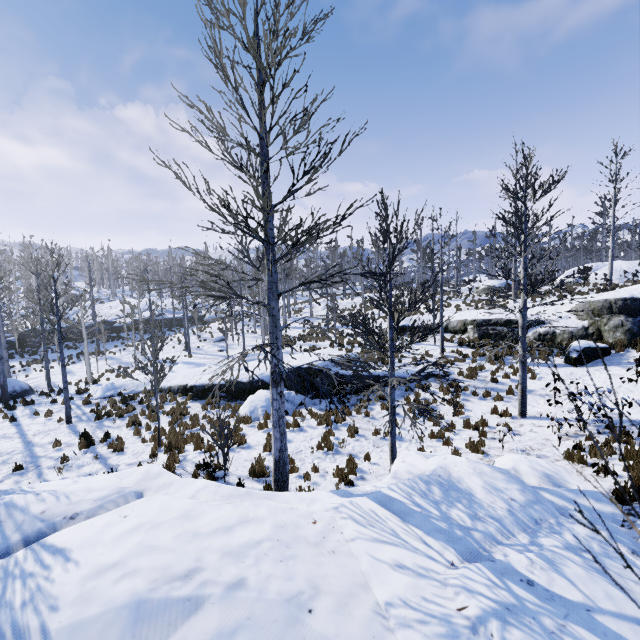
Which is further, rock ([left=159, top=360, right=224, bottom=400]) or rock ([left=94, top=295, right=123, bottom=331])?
rock ([left=94, top=295, right=123, bottom=331])

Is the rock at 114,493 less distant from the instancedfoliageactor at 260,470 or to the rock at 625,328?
the instancedfoliageactor at 260,470

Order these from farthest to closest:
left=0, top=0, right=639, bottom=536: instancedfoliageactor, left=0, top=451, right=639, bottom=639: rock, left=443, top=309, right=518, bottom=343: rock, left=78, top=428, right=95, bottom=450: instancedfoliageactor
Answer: left=443, top=309, right=518, bottom=343: rock < left=78, top=428, right=95, bottom=450: instancedfoliageactor < left=0, top=0, right=639, bottom=536: instancedfoliageactor < left=0, top=451, right=639, bottom=639: rock

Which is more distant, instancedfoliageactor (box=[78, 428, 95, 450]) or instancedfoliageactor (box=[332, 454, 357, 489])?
instancedfoliageactor (box=[78, 428, 95, 450])

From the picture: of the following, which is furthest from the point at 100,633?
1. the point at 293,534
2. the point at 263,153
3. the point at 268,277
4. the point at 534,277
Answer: the point at 534,277

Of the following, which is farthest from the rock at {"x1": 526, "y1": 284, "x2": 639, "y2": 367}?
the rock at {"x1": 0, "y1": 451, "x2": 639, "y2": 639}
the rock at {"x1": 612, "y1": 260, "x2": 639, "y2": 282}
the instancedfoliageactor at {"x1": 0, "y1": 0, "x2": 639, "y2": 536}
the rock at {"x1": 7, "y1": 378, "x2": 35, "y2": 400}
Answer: the rock at {"x1": 7, "y1": 378, "x2": 35, "y2": 400}

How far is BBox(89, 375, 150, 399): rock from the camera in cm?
1740

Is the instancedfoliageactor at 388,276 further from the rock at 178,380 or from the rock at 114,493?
the rock at 178,380
